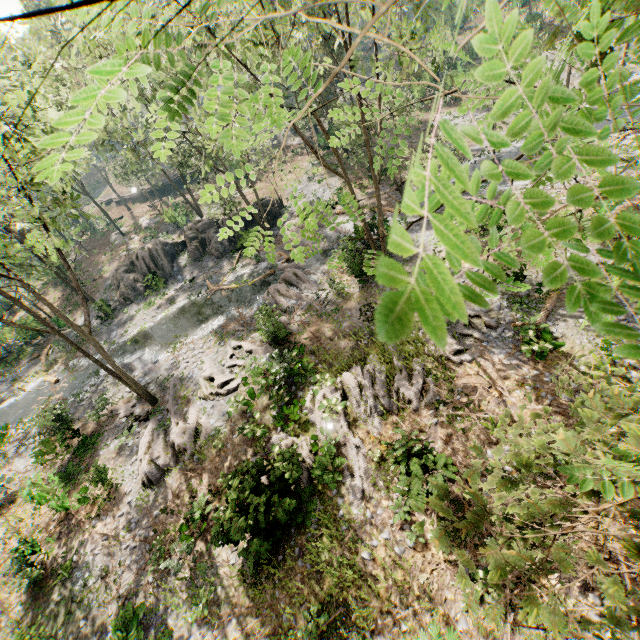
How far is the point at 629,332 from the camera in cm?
46

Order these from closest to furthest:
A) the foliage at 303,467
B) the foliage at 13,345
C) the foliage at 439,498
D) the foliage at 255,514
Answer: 1. the foliage at 439,498
2. the foliage at 255,514
3. the foliage at 303,467
4. the foliage at 13,345

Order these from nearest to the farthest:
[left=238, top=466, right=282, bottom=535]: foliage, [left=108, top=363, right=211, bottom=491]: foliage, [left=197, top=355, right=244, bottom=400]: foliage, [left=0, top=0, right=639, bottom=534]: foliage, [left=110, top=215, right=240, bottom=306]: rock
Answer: [left=0, top=0, right=639, bottom=534]: foliage, [left=238, top=466, right=282, bottom=535]: foliage, [left=108, top=363, right=211, bottom=491]: foliage, [left=197, top=355, right=244, bottom=400]: foliage, [left=110, top=215, right=240, bottom=306]: rock

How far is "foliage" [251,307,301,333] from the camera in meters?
18.9

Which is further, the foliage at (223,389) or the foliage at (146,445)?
the foliage at (223,389)

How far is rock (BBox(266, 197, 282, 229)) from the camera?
32.09m
